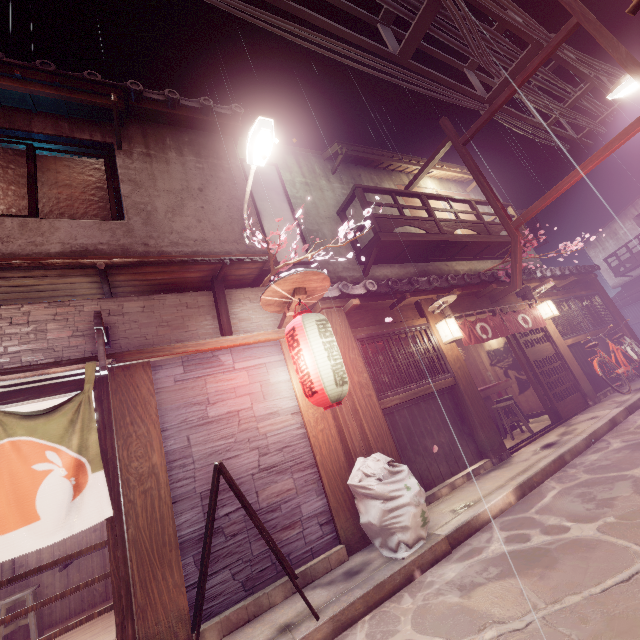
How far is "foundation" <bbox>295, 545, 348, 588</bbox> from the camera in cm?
632

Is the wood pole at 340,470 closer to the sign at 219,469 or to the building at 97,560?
the sign at 219,469

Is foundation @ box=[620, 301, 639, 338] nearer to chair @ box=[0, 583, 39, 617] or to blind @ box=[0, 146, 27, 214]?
chair @ box=[0, 583, 39, 617]

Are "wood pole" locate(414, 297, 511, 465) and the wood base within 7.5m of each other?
no

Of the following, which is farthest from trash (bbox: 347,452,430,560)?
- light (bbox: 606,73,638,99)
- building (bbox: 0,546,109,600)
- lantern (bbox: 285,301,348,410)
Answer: light (bbox: 606,73,638,99)

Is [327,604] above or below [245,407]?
below

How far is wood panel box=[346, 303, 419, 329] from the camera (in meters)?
10.41

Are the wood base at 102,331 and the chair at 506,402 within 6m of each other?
no
